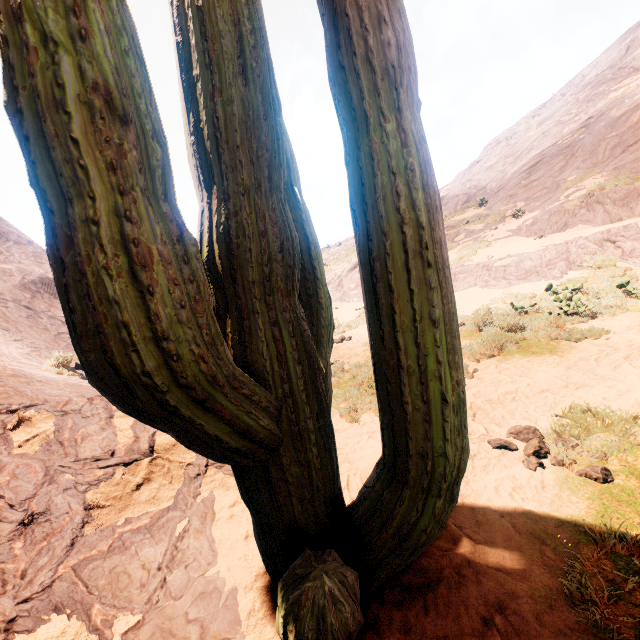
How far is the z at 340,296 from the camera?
2.7m

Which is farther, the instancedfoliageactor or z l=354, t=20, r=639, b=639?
z l=354, t=20, r=639, b=639

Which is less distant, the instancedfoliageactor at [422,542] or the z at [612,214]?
the instancedfoliageactor at [422,542]

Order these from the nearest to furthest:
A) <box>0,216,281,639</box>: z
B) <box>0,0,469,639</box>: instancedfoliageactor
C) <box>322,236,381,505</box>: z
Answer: <box>0,0,469,639</box>: instancedfoliageactor → <box>0,216,281,639</box>: z → <box>322,236,381,505</box>: z

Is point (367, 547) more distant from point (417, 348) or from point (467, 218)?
point (467, 218)

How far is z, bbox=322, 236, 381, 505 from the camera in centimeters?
269cm

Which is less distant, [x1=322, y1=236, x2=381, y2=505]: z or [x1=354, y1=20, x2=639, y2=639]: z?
[x1=354, y1=20, x2=639, y2=639]: z
